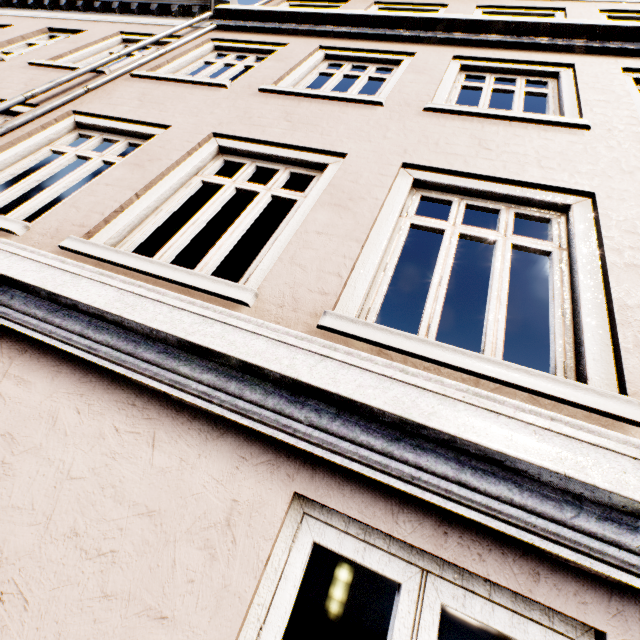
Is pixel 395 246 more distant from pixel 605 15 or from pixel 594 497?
pixel 605 15
